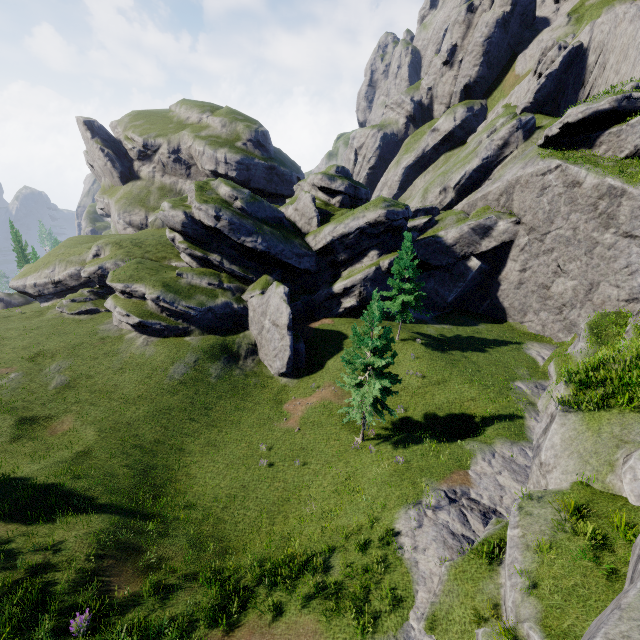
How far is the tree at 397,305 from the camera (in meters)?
29.58

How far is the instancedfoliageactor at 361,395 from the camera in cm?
1898

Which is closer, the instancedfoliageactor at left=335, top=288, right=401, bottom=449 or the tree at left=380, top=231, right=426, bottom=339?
the instancedfoliageactor at left=335, top=288, right=401, bottom=449

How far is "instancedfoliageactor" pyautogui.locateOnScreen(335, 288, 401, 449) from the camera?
19.0m

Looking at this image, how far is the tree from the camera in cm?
2958

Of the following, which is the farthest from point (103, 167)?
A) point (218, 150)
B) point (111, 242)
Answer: point (111, 242)
